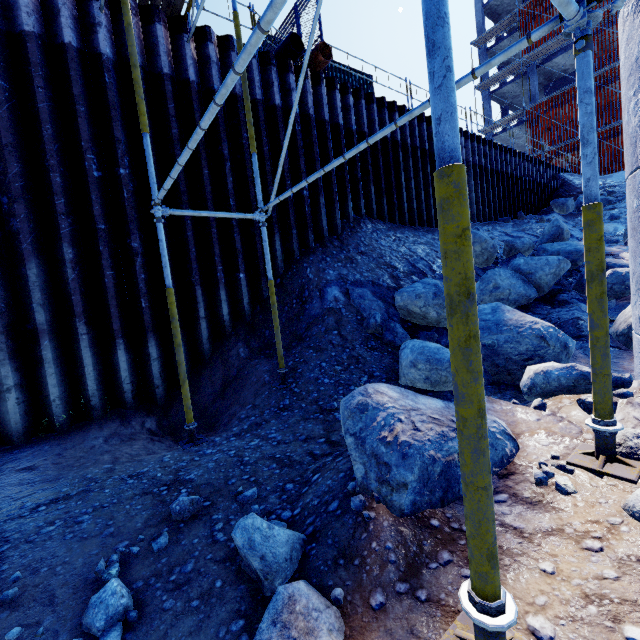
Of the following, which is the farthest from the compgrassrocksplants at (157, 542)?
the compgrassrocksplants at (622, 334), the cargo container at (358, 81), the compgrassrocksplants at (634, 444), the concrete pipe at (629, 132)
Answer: the cargo container at (358, 81)

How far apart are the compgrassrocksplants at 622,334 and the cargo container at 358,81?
14.11m

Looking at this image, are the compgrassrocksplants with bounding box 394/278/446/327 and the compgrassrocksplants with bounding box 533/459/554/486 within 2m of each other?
no

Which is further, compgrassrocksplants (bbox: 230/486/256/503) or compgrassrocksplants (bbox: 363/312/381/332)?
compgrassrocksplants (bbox: 363/312/381/332)

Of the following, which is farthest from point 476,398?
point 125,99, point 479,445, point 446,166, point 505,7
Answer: point 505,7

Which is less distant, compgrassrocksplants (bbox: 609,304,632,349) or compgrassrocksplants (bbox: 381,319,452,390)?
compgrassrocksplants (bbox: 381,319,452,390)

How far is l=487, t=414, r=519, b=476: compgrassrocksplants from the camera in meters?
2.2 m

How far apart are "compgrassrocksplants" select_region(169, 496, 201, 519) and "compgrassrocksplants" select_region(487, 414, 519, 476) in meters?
1.4 m
